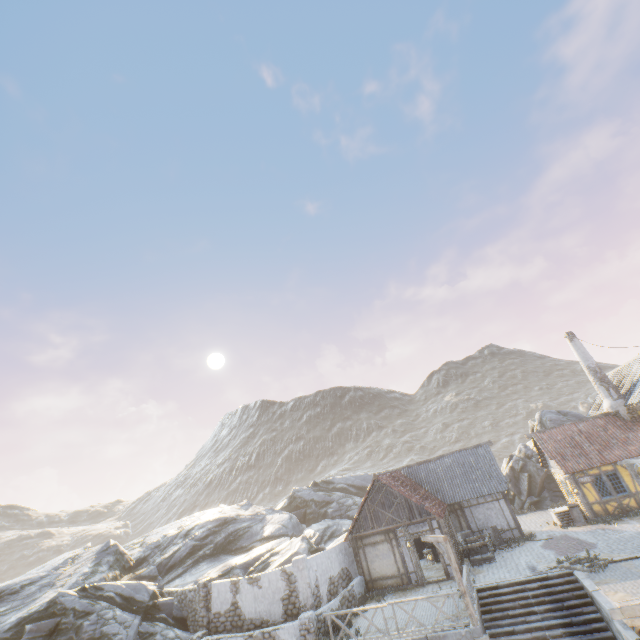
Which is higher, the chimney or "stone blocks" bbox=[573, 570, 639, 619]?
the chimney

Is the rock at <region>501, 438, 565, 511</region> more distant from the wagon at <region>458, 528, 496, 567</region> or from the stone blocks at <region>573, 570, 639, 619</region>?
the wagon at <region>458, 528, 496, 567</region>

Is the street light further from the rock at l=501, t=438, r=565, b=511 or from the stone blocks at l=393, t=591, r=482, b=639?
the rock at l=501, t=438, r=565, b=511

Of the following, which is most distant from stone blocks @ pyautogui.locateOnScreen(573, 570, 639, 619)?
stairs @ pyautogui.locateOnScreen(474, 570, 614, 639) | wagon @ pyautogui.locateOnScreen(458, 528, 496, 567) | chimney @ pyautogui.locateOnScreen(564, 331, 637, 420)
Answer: chimney @ pyautogui.locateOnScreen(564, 331, 637, 420)

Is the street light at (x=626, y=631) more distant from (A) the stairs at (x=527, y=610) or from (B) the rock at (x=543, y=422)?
(B) the rock at (x=543, y=422)

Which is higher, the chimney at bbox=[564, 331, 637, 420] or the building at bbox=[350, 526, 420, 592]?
the chimney at bbox=[564, 331, 637, 420]

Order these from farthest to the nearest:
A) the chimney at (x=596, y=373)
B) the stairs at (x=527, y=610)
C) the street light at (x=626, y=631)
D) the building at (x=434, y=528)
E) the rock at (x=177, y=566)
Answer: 1. the chimney at (x=596, y=373)
2. the building at (x=434, y=528)
3. the rock at (x=177, y=566)
4. the stairs at (x=527, y=610)
5. the street light at (x=626, y=631)

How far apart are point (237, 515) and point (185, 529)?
4.8m
